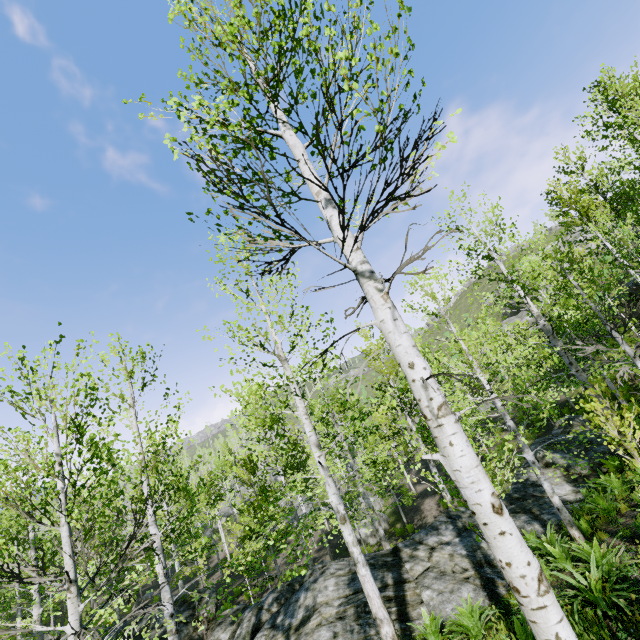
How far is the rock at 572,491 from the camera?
11.5m

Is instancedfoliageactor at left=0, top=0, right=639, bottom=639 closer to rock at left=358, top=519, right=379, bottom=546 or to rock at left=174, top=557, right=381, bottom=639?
rock at left=174, top=557, right=381, bottom=639

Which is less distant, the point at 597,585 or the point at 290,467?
the point at 597,585

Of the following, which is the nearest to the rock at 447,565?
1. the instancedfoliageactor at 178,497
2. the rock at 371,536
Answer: the instancedfoliageactor at 178,497

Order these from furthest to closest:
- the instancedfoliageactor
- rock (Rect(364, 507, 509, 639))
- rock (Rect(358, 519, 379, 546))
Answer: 1. rock (Rect(358, 519, 379, 546))
2. rock (Rect(364, 507, 509, 639))
3. the instancedfoliageactor

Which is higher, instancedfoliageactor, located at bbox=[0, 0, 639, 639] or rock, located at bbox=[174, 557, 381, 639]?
instancedfoliageactor, located at bbox=[0, 0, 639, 639]

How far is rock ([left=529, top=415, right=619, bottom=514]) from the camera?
11.5 meters
